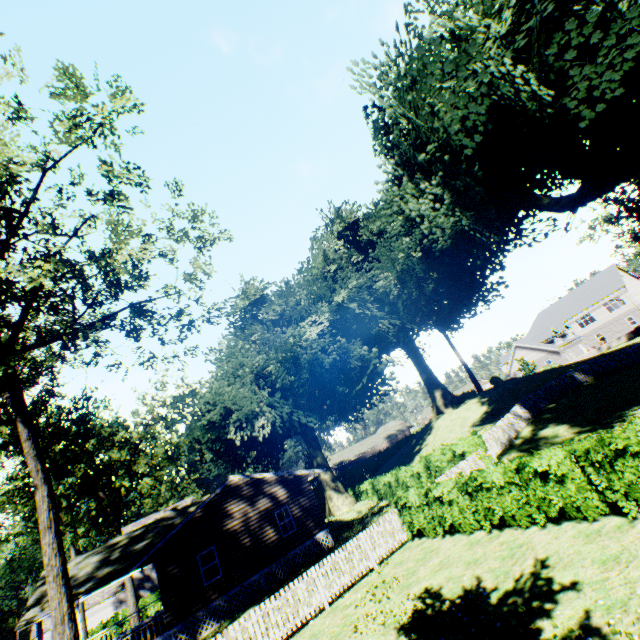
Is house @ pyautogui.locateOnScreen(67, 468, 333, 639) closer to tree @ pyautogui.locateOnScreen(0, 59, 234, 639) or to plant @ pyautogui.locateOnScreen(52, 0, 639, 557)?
plant @ pyautogui.locateOnScreen(52, 0, 639, 557)

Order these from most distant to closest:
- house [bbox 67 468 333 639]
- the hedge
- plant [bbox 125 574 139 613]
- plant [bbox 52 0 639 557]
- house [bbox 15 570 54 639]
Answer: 1. plant [bbox 125 574 139 613]
2. house [bbox 67 468 333 639]
3. house [bbox 15 570 54 639]
4. plant [bbox 52 0 639 557]
5. the hedge

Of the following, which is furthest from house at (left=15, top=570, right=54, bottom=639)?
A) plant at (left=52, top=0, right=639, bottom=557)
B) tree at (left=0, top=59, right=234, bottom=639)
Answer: tree at (left=0, top=59, right=234, bottom=639)

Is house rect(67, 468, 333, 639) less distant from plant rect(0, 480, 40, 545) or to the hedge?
plant rect(0, 480, 40, 545)

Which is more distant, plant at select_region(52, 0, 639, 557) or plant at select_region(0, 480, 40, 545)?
plant at select_region(0, 480, 40, 545)

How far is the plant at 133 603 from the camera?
29.8m

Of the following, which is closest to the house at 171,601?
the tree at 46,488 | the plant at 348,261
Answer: the plant at 348,261

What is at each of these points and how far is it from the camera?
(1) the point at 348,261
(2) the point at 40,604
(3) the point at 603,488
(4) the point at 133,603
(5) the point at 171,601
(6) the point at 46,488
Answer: (1) plant, 40.38m
(2) house, 15.84m
(3) hedge, 8.10m
(4) plant, 29.97m
(5) house, 17.11m
(6) tree, 11.70m
